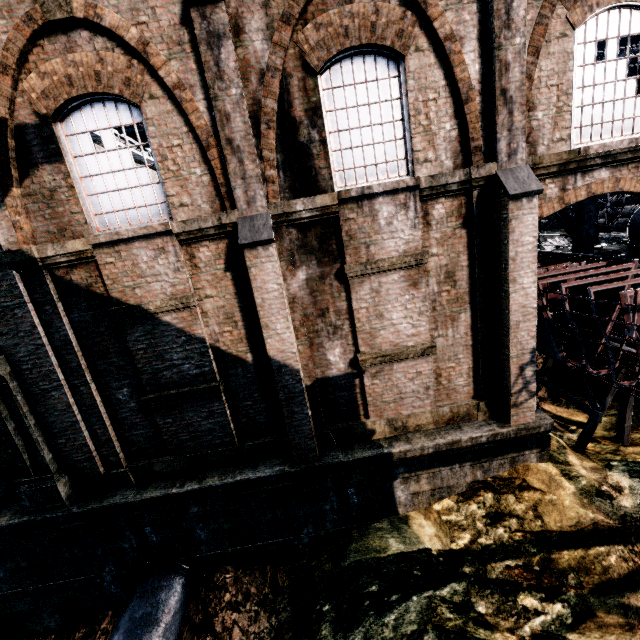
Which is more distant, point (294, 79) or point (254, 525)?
point (254, 525)

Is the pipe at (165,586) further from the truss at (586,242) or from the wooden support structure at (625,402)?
the truss at (586,242)

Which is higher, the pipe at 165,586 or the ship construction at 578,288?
the ship construction at 578,288

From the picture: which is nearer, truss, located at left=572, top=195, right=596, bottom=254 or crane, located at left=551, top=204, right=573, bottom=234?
truss, located at left=572, top=195, right=596, bottom=254

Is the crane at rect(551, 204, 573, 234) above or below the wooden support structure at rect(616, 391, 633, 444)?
above

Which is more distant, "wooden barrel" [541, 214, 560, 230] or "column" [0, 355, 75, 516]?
"wooden barrel" [541, 214, 560, 230]

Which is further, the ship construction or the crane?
the crane

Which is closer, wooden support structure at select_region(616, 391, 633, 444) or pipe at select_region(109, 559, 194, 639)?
pipe at select_region(109, 559, 194, 639)
